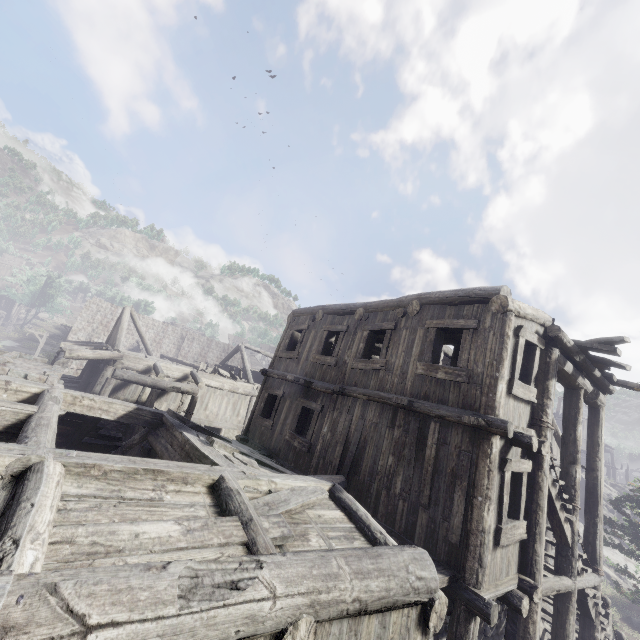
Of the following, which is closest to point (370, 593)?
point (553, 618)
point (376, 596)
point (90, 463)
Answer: point (376, 596)

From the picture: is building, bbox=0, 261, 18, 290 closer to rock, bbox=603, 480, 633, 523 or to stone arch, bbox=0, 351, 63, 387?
stone arch, bbox=0, 351, 63, 387

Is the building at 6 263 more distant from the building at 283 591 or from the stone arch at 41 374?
the stone arch at 41 374

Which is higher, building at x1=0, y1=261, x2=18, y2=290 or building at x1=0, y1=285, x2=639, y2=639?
building at x1=0, y1=261, x2=18, y2=290

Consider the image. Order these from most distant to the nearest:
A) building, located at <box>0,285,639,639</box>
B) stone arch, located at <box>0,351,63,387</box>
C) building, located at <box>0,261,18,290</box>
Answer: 1. building, located at <box>0,261,18,290</box>
2. stone arch, located at <box>0,351,63,387</box>
3. building, located at <box>0,285,639,639</box>

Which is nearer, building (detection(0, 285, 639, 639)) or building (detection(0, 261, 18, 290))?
building (detection(0, 285, 639, 639))

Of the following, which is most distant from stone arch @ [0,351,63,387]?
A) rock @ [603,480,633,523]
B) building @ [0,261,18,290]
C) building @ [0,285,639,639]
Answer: building @ [0,261,18,290]

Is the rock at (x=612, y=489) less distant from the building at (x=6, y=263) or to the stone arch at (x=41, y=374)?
the stone arch at (x=41, y=374)
